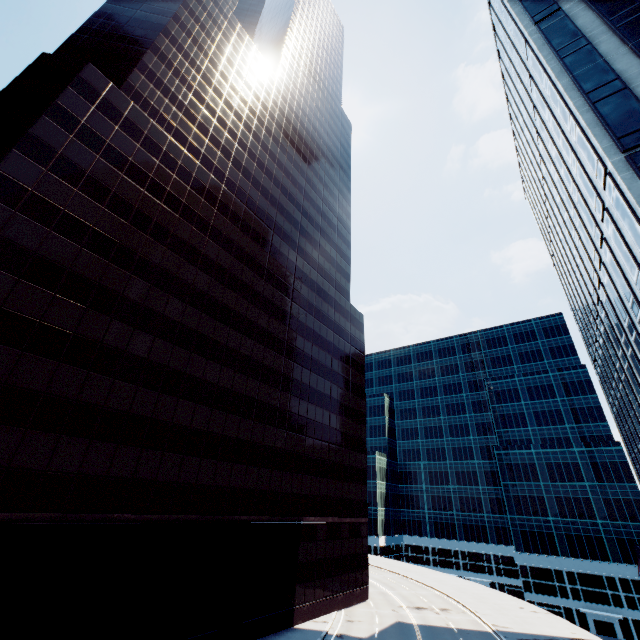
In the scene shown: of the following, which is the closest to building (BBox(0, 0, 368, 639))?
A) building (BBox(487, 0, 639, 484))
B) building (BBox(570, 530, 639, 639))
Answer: building (BBox(487, 0, 639, 484))

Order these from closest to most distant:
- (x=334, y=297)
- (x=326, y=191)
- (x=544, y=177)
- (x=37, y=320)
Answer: (x=37, y=320) → (x=544, y=177) → (x=334, y=297) → (x=326, y=191)

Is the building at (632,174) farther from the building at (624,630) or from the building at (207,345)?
the building at (624,630)

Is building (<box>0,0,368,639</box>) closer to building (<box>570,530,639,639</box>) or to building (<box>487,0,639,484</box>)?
building (<box>487,0,639,484</box>)
